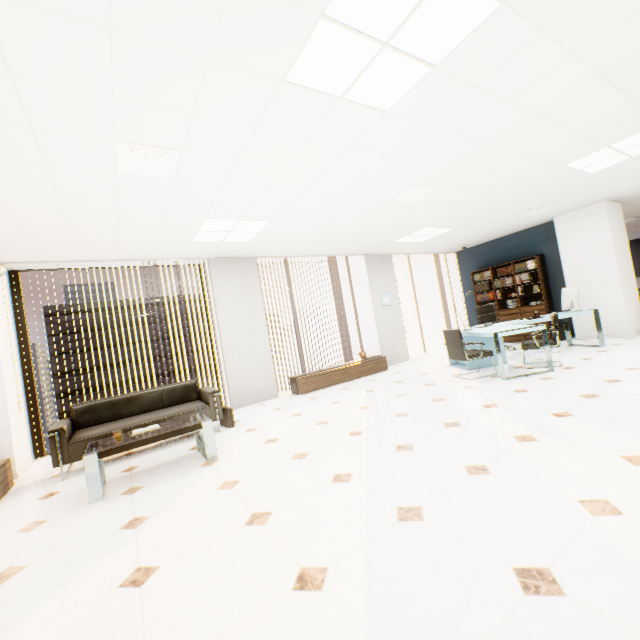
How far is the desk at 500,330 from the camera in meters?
5.0 m

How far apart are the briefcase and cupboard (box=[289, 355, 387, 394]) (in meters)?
1.74

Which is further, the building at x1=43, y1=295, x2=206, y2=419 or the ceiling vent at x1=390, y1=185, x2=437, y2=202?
the building at x1=43, y1=295, x2=206, y2=419

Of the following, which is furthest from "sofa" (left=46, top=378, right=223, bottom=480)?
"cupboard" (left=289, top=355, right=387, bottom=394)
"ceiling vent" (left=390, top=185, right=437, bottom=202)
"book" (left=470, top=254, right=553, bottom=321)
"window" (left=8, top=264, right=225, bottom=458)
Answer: "book" (left=470, top=254, right=553, bottom=321)

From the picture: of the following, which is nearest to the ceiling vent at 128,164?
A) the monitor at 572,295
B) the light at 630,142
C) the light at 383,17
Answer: the light at 383,17

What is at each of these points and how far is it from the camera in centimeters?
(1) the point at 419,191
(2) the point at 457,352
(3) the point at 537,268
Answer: (1) ceiling vent, 466cm
(2) chair, 554cm
(3) book, 816cm

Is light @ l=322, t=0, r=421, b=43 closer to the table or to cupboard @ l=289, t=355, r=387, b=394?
the table

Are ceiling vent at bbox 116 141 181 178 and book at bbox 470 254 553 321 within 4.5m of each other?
no
